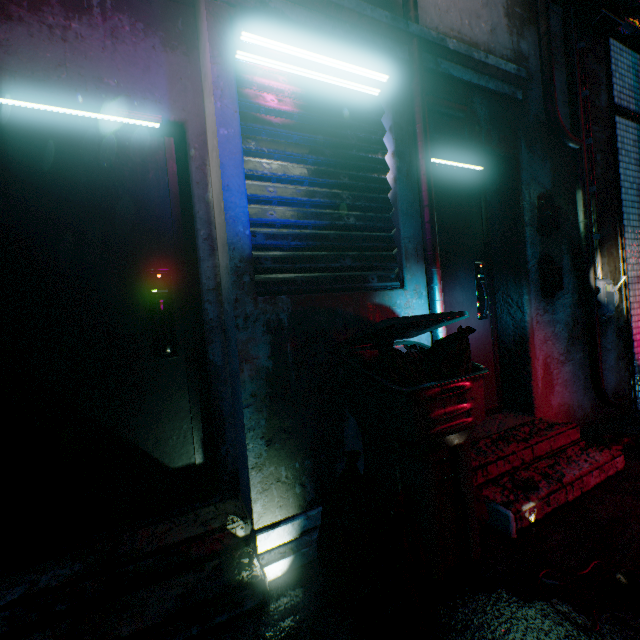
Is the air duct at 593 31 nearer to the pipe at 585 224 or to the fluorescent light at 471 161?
the pipe at 585 224

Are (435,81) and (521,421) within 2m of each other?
no

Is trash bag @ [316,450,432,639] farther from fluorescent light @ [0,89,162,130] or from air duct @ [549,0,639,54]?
air duct @ [549,0,639,54]

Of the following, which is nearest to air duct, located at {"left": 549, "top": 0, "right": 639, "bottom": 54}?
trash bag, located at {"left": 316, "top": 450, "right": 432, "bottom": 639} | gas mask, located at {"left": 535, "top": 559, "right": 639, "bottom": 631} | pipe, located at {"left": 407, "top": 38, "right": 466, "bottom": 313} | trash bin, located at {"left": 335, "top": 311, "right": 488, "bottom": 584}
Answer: A: pipe, located at {"left": 407, "top": 38, "right": 466, "bottom": 313}

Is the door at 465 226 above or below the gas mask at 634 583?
above

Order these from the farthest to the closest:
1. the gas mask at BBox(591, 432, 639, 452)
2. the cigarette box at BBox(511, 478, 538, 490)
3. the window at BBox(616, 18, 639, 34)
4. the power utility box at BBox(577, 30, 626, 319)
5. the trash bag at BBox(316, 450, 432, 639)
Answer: the window at BBox(616, 18, 639, 34)
the power utility box at BBox(577, 30, 626, 319)
the gas mask at BBox(591, 432, 639, 452)
the cigarette box at BBox(511, 478, 538, 490)
the trash bag at BBox(316, 450, 432, 639)

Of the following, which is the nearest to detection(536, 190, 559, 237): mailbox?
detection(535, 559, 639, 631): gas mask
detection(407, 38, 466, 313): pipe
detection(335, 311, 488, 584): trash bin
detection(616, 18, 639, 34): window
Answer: detection(407, 38, 466, 313): pipe

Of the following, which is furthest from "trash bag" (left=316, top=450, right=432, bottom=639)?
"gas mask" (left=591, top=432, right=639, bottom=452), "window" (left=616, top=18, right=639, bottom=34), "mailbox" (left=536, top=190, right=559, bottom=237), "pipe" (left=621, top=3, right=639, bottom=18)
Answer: "window" (left=616, top=18, right=639, bottom=34)
